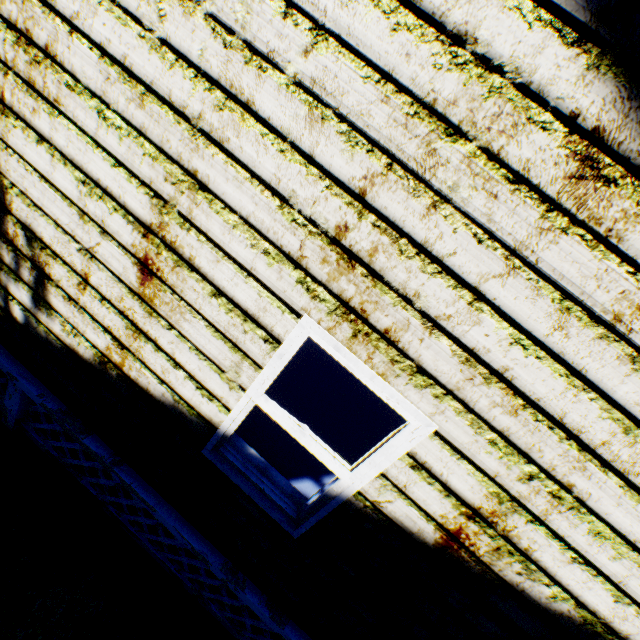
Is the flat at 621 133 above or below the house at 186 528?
above

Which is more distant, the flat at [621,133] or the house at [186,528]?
the house at [186,528]

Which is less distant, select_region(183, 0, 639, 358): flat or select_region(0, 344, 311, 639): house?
select_region(183, 0, 639, 358): flat

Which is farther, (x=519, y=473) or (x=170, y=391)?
(x=170, y=391)

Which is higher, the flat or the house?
the flat
